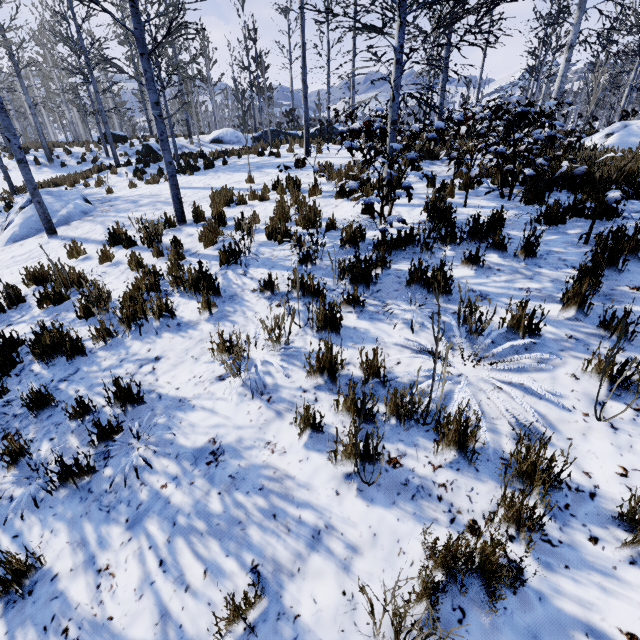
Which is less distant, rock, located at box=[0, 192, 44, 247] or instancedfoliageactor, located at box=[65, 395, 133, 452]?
instancedfoliageactor, located at box=[65, 395, 133, 452]

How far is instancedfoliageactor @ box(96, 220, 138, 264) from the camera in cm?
614

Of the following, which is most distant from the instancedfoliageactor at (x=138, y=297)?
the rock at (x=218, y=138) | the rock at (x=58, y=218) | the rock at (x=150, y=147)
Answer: the rock at (x=218, y=138)

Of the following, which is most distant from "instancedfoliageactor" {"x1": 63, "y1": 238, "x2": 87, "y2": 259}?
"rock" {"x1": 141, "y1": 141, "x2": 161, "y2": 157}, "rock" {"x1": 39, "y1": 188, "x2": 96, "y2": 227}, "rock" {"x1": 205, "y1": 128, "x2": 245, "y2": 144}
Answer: "rock" {"x1": 205, "y1": 128, "x2": 245, "y2": 144}

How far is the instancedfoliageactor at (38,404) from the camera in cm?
323

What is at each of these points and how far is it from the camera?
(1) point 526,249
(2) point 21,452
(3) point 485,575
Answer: (1) instancedfoliageactor, 3.9 meters
(2) instancedfoliageactor, 2.9 meters
(3) instancedfoliageactor, 1.7 meters

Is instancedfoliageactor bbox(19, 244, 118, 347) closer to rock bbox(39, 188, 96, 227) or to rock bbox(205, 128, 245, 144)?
rock bbox(39, 188, 96, 227)
